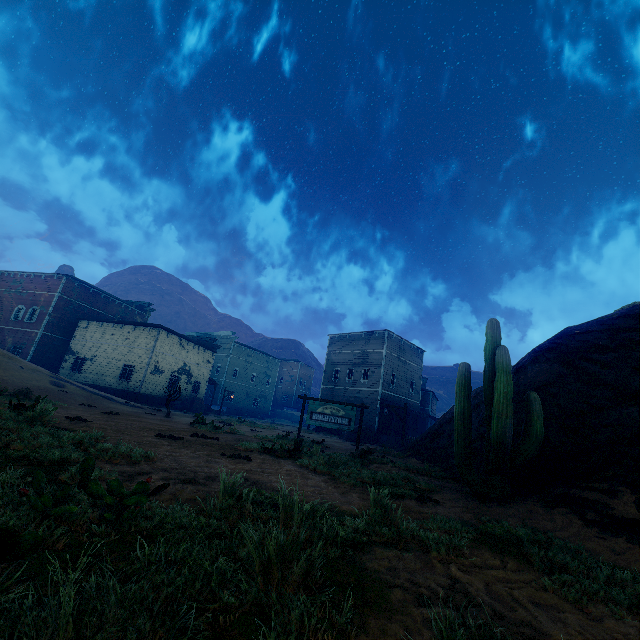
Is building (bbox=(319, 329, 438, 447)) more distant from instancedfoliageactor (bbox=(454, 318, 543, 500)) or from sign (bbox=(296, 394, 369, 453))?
instancedfoliageactor (bbox=(454, 318, 543, 500))

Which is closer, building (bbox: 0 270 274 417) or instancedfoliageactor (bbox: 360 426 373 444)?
instancedfoliageactor (bbox: 360 426 373 444)

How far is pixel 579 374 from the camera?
8.9 meters

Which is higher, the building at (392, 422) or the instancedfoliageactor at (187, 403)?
the building at (392, 422)

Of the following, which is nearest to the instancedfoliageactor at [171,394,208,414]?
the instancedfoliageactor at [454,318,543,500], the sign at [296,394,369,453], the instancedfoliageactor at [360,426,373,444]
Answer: the instancedfoliageactor at [360,426,373,444]

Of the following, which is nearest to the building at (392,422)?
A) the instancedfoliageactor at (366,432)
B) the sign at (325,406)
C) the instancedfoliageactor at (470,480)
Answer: the instancedfoliageactor at (366,432)

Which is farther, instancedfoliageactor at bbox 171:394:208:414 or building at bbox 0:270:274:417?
instancedfoliageactor at bbox 171:394:208:414

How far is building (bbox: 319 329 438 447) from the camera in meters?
31.0 m
